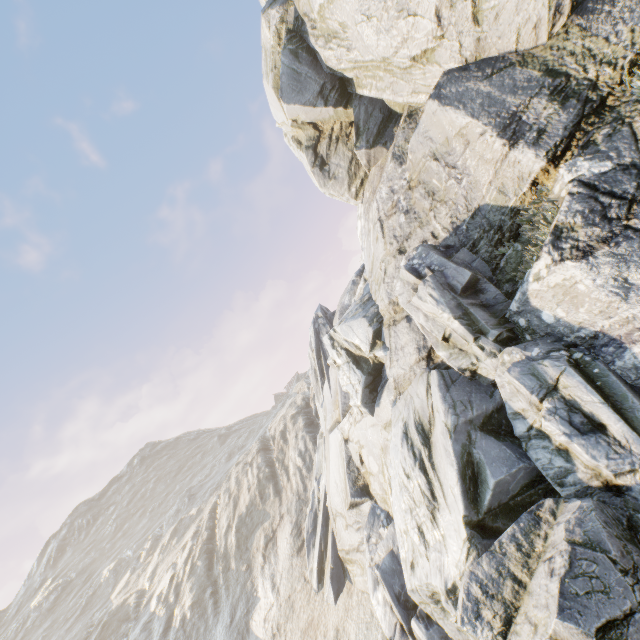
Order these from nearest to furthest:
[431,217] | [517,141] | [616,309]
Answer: [616,309], [517,141], [431,217]
